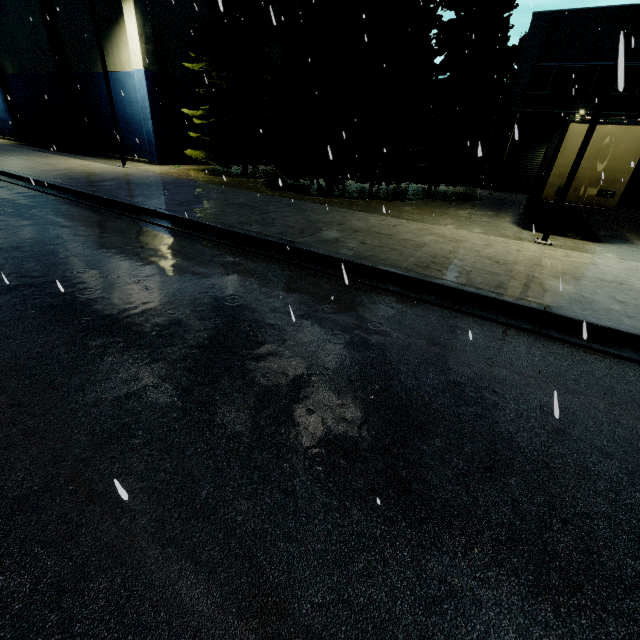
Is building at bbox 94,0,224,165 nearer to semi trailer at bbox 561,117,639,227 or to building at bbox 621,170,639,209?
building at bbox 621,170,639,209

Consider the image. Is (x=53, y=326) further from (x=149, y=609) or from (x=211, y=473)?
(x=149, y=609)

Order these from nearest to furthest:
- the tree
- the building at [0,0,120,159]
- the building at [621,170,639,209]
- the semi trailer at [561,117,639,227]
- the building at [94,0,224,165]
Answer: the semi trailer at [561,117,639,227] → the tree → the building at [94,0,224,165] → the building at [621,170,639,209] → the building at [0,0,120,159]

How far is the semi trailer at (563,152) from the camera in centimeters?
1014cm

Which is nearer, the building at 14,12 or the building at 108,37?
the building at 108,37

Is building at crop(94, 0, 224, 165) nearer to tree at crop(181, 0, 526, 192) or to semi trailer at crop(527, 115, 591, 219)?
tree at crop(181, 0, 526, 192)

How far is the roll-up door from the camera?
21.8m
